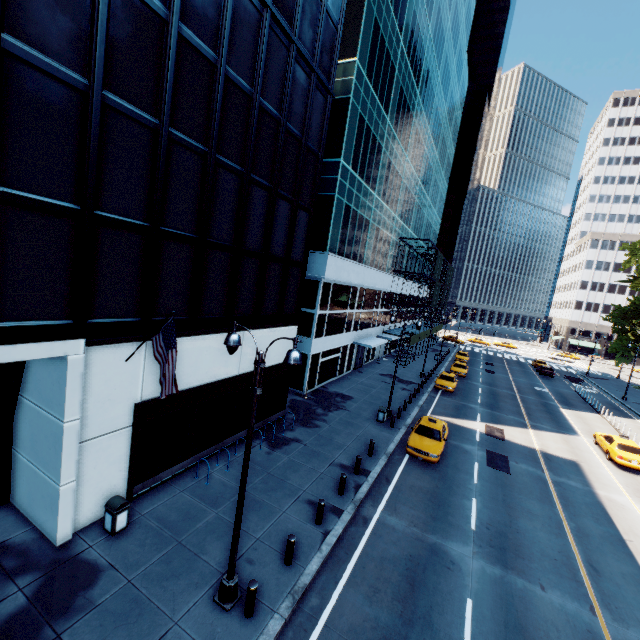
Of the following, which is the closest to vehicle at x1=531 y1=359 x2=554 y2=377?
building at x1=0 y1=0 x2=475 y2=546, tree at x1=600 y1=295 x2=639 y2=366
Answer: tree at x1=600 y1=295 x2=639 y2=366

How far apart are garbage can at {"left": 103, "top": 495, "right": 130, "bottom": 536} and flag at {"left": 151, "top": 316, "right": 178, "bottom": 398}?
3.82m

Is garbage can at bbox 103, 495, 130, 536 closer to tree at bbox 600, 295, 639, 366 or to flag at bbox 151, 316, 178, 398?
flag at bbox 151, 316, 178, 398

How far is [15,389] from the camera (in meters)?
9.99

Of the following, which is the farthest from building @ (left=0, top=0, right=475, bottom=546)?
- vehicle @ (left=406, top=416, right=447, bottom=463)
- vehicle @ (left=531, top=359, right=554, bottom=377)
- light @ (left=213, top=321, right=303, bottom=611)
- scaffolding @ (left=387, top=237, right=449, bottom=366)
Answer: vehicle @ (left=531, top=359, right=554, bottom=377)

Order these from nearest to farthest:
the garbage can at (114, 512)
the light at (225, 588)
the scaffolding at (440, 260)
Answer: the light at (225, 588), the garbage can at (114, 512), the scaffolding at (440, 260)

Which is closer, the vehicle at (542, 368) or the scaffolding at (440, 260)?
the scaffolding at (440, 260)

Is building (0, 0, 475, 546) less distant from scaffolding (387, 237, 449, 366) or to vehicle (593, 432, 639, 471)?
vehicle (593, 432, 639, 471)
